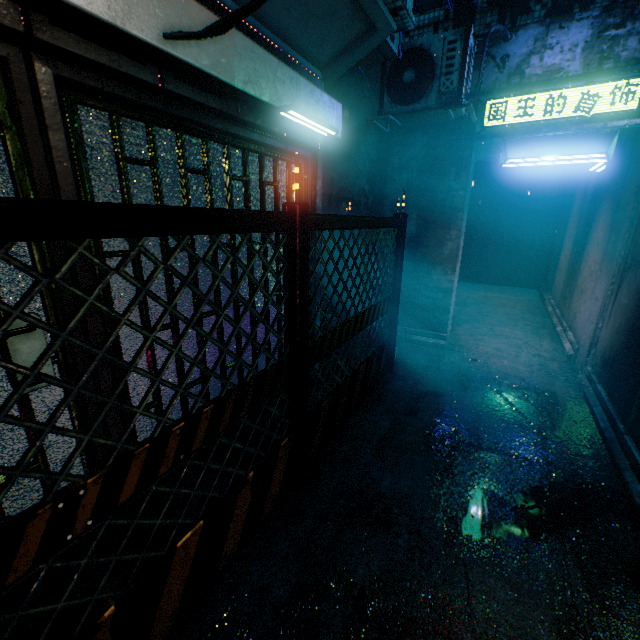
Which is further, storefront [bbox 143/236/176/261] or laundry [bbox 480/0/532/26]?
laundry [bbox 480/0/532/26]

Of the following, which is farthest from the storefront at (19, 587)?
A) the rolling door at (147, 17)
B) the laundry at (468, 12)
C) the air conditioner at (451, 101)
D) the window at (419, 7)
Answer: the window at (419, 7)

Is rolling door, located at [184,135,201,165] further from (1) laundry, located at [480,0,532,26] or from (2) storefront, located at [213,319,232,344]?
(1) laundry, located at [480,0,532,26]

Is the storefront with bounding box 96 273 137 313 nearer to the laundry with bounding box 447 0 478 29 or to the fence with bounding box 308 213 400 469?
the fence with bounding box 308 213 400 469

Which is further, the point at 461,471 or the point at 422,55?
the point at 422,55

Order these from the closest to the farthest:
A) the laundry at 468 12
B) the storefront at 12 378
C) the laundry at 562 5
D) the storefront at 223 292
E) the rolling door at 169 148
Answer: the storefront at 12 378 → the rolling door at 169 148 → the storefront at 223 292 → the laundry at 562 5 → the laundry at 468 12

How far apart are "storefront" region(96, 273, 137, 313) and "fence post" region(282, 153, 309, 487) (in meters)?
0.74

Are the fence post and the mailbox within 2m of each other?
no
